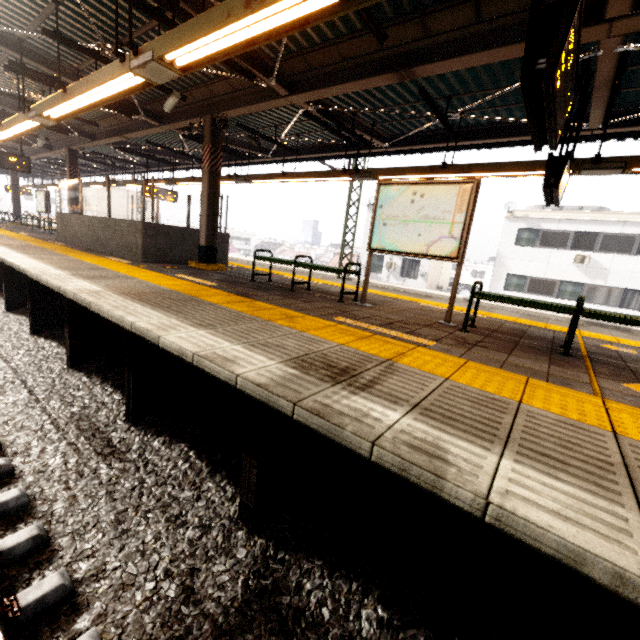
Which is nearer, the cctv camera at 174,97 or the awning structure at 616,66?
the awning structure at 616,66

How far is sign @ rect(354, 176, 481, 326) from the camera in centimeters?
449cm

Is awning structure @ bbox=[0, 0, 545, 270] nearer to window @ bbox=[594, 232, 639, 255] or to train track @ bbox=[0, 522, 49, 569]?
train track @ bbox=[0, 522, 49, 569]

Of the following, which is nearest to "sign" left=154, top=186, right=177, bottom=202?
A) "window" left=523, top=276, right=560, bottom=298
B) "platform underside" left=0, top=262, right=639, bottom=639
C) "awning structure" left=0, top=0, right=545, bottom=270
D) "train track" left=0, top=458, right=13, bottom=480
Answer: "awning structure" left=0, top=0, right=545, bottom=270

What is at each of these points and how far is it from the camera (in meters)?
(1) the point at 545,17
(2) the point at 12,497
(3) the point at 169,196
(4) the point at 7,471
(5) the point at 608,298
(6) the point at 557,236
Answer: (1) sign, 2.13
(2) train track, 2.48
(3) sign, 14.64
(4) train track, 2.80
(5) window, 18.80
(6) window, 19.94

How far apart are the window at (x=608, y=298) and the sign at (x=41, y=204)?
30.00m

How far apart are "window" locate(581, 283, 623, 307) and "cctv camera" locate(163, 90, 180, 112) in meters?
22.9

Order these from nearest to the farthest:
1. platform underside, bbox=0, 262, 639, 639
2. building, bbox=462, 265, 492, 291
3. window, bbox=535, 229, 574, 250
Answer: platform underside, bbox=0, 262, 639, 639 → window, bbox=535, 229, 574, 250 → building, bbox=462, 265, 492, 291
